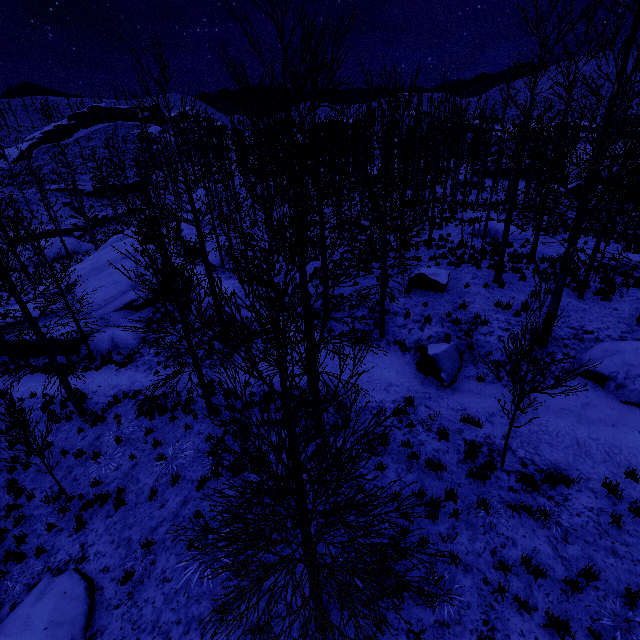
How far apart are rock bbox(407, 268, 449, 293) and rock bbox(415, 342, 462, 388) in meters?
3.6 m

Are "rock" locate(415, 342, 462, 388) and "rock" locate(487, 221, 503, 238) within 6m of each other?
no

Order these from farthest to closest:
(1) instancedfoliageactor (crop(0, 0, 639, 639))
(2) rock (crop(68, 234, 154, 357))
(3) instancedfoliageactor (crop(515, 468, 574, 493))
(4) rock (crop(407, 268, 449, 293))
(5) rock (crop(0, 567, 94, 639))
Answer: (2) rock (crop(68, 234, 154, 357))
(4) rock (crop(407, 268, 449, 293))
(3) instancedfoliageactor (crop(515, 468, 574, 493))
(5) rock (crop(0, 567, 94, 639))
(1) instancedfoliageactor (crop(0, 0, 639, 639))

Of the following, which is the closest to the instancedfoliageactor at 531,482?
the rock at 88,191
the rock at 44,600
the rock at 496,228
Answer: the rock at 44,600

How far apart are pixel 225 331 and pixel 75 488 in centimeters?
789cm

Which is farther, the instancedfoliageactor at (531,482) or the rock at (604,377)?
the rock at (604,377)

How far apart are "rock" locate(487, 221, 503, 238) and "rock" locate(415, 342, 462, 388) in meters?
14.2 m

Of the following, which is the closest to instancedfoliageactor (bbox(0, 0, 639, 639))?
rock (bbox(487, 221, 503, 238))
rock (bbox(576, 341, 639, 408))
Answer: rock (bbox(487, 221, 503, 238))
